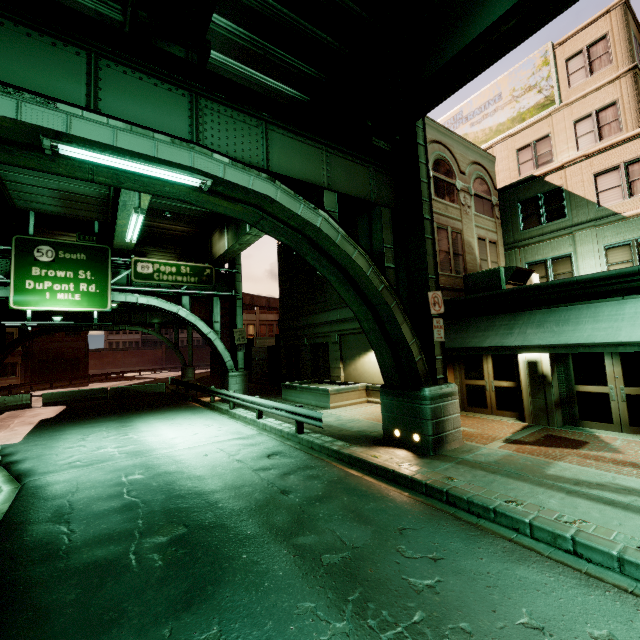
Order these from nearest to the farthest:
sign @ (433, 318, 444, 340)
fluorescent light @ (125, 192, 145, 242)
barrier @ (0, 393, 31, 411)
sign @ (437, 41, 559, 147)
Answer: sign @ (433, 318, 444, 340) < fluorescent light @ (125, 192, 145, 242) < sign @ (437, 41, 559, 147) < barrier @ (0, 393, 31, 411)

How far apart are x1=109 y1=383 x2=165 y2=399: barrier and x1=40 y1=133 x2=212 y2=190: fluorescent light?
24.06m

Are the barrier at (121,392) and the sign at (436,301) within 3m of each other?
no

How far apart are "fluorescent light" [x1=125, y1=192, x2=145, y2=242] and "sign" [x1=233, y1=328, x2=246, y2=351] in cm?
958

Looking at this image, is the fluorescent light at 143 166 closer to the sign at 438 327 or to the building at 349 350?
the sign at 438 327

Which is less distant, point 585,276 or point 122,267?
point 585,276

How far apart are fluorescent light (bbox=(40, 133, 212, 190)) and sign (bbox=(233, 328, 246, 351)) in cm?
1672

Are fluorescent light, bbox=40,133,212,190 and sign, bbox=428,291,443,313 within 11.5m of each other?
yes
